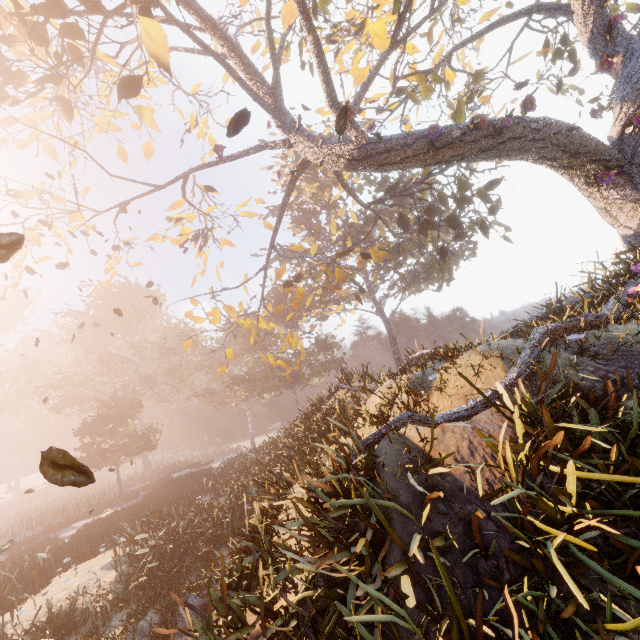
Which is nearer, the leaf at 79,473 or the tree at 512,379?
the leaf at 79,473

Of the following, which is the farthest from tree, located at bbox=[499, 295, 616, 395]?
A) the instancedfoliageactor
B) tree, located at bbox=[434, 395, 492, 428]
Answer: the instancedfoliageactor

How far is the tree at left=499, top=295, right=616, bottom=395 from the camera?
5.49m

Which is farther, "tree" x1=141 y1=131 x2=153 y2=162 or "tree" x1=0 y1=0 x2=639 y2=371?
"tree" x1=141 y1=131 x2=153 y2=162

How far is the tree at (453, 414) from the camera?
4.9m

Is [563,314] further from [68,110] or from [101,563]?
[101,563]

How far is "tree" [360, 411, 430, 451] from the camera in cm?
462

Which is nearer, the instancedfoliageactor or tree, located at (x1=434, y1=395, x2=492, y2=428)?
tree, located at (x1=434, y1=395, x2=492, y2=428)
